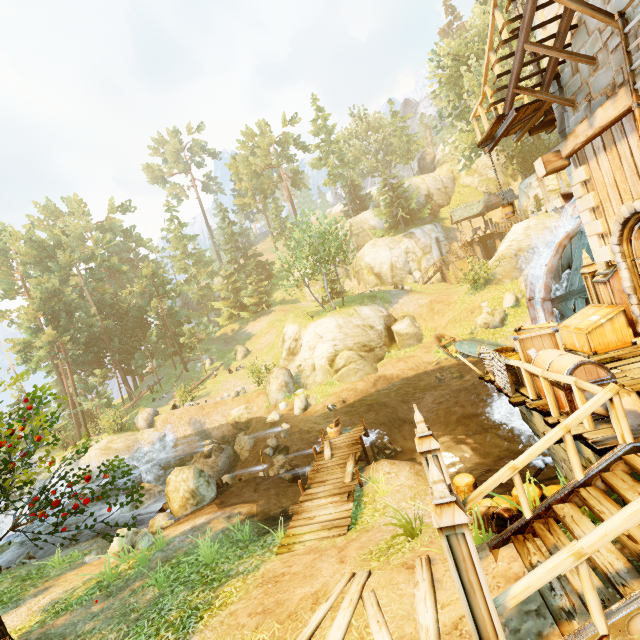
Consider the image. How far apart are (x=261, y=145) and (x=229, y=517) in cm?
5827

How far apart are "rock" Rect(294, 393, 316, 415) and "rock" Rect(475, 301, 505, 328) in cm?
1243

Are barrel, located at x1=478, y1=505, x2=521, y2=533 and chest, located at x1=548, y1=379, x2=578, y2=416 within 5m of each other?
yes

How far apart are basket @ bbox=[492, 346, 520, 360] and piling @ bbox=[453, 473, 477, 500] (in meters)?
2.36

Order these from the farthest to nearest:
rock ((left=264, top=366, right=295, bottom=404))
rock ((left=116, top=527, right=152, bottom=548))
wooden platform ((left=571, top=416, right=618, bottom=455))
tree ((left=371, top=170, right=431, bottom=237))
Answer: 1. tree ((left=371, top=170, right=431, bottom=237))
2. rock ((left=264, top=366, right=295, bottom=404))
3. rock ((left=116, top=527, right=152, bottom=548))
4. wooden platform ((left=571, top=416, right=618, bottom=455))

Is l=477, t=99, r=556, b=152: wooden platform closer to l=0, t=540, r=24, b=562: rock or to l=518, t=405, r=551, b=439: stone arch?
l=518, t=405, r=551, b=439: stone arch

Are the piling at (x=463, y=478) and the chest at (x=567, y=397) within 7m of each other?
yes

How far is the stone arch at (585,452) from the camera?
5.1m
